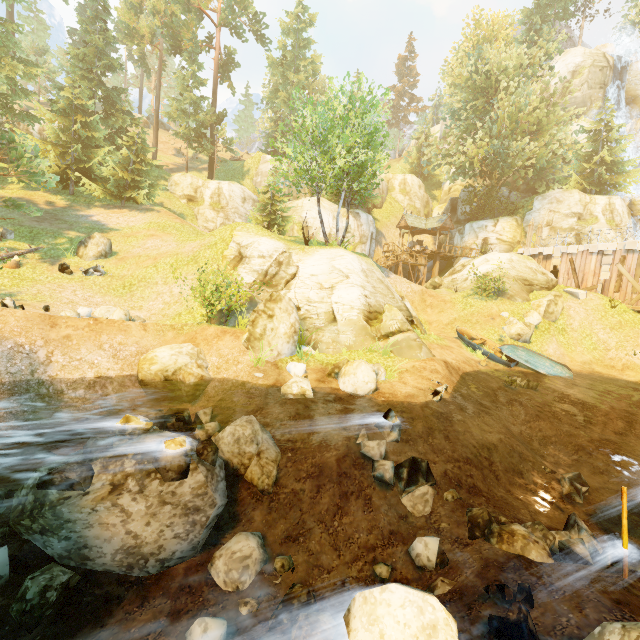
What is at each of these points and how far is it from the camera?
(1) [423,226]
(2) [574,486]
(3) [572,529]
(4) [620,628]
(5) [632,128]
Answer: (1) building, 37.8m
(2) rock, 9.5m
(3) rock, 6.7m
(4) rock, 2.9m
(5) rock, 38.2m

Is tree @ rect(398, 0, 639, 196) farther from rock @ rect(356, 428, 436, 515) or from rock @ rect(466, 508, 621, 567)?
rock @ rect(356, 428, 436, 515)

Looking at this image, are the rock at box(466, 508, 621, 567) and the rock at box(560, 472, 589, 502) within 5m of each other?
yes

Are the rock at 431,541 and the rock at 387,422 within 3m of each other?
yes

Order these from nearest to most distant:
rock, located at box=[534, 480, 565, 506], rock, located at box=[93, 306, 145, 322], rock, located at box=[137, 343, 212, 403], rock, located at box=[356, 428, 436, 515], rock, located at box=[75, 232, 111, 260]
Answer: rock, located at box=[356, 428, 436, 515], rock, located at box=[534, 480, 565, 506], rock, located at box=[137, 343, 212, 403], rock, located at box=[93, 306, 145, 322], rock, located at box=[75, 232, 111, 260]

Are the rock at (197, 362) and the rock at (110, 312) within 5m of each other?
yes

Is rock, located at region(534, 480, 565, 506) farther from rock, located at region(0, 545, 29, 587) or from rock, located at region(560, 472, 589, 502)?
rock, located at region(0, 545, 29, 587)

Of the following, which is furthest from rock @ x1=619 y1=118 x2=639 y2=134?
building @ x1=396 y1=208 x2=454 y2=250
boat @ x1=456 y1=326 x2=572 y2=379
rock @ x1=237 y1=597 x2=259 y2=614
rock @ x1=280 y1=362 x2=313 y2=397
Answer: rock @ x1=237 y1=597 x2=259 y2=614
